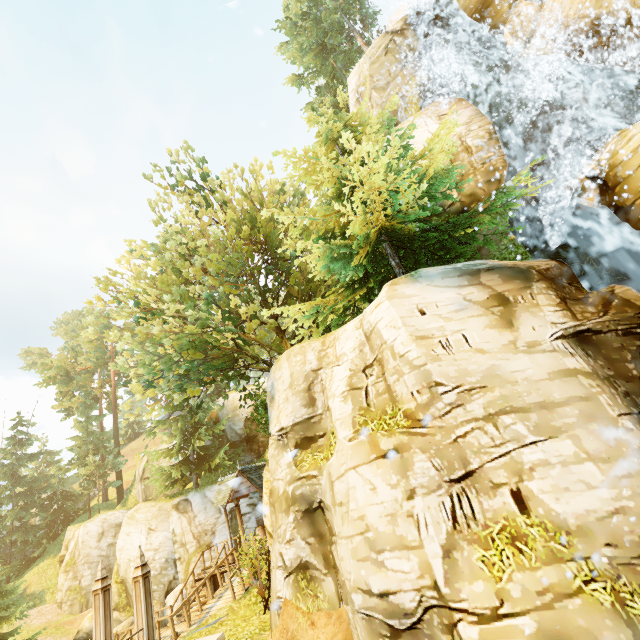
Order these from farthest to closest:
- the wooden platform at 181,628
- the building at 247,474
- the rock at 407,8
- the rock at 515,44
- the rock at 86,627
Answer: the rock at 86,627 → the rock at 407,8 → the building at 247,474 → the rock at 515,44 → the wooden platform at 181,628

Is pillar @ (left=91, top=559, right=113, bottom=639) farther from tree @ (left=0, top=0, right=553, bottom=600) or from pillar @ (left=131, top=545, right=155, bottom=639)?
tree @ (left=0, top=0, right=553, bottom=600)

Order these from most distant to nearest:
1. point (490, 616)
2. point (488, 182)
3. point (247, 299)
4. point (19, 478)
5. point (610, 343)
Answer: point (19, 478) < point (247, 299) < point (488, 182) < point (610, 343) < point (490, 616)

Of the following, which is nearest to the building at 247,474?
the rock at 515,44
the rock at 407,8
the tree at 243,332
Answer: the tree at 243,332

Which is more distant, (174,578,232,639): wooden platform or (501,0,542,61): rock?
(501,0,542,61): rock

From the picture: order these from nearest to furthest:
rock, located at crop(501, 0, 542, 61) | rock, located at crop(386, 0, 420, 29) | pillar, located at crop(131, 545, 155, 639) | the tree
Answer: pillar, located at crop(131, 545, 155, 639) < the tree < rock, located at crop(501, 0, 542, 61) < rock, located at crop(386, 0, 420, 29)

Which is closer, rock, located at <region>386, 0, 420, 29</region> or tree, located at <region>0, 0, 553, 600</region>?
tree, located at <region>0, 0, 553, 600</region>

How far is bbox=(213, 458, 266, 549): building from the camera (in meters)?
17.63
